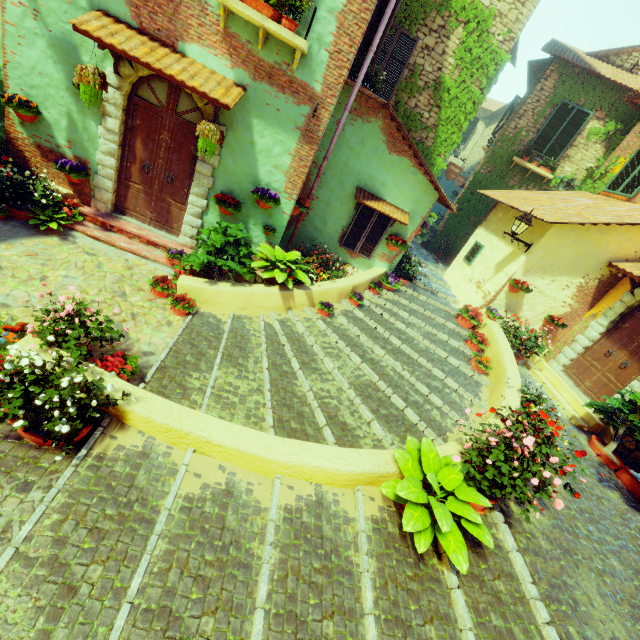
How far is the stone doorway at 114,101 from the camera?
5.5 meters

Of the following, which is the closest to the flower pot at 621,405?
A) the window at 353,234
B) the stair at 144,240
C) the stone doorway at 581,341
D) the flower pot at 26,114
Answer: the stone doorway at 581,341

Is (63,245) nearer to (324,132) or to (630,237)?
(324,132)

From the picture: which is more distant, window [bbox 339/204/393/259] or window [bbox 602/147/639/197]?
window [bbox 602/147/639/197]

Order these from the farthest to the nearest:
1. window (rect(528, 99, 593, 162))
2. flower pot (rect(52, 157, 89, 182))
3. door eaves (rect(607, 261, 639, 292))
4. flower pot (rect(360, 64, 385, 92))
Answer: window (rect(528, 99, 593, 162))
door eaves (rect(607, 261, 639, 292))
flower pot (rect(360, 64, 385, 92))
flower pot (rect(52, 157, 89, 182))

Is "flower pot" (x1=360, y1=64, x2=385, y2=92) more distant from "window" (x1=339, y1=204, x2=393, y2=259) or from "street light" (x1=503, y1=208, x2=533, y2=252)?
"street light" (x1=503, y1=208, x2=533, y2=252)

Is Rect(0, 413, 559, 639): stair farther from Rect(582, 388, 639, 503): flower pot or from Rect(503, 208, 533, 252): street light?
Rect(503, 208, 533, 252): street light

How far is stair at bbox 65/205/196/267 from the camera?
6.5m
